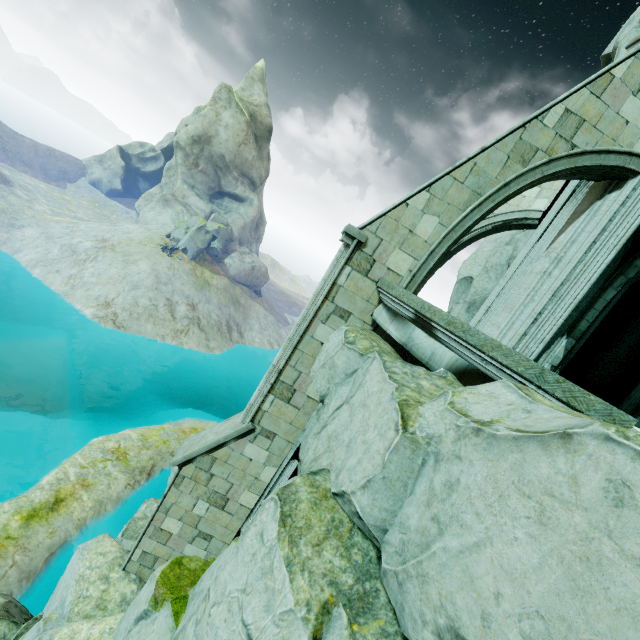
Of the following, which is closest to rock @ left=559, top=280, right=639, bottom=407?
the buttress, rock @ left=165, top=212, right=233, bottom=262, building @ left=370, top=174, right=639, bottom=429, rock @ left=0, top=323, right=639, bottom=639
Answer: building @ left=370, top=174, right=639, bottom=429

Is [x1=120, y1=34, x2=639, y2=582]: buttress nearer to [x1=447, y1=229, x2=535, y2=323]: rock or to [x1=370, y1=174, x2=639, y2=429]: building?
[x1=370, y1=174, x2=639, y2=429]: building

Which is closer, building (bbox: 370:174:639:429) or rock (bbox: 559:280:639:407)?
building (bbox: 370:174:639:429)

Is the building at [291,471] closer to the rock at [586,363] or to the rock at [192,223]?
the rock at [586,363]

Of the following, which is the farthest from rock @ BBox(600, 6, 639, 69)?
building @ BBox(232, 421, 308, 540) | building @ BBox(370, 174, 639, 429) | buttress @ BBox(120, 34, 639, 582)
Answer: building @ BBox(232, 421, 308, 540)

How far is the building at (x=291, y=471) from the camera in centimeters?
726cm

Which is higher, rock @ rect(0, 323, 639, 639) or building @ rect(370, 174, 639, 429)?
building @ rect(370, 174, 639, 429)

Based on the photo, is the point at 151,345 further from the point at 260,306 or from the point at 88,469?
the point at 260,306
